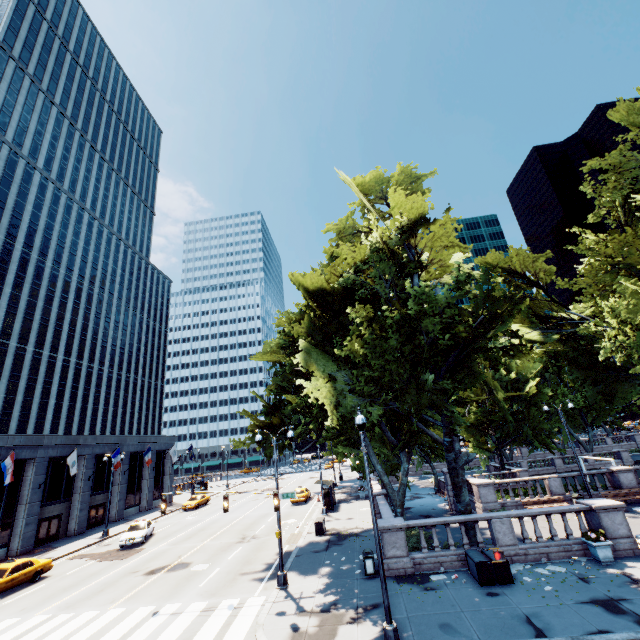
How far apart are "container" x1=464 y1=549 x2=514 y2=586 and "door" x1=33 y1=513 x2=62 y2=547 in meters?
37.6

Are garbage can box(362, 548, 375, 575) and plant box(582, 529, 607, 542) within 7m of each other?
no

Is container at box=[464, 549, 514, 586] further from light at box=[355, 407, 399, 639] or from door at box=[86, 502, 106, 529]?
door at box=[86, 502, 106, 529]

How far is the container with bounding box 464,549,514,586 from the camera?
13.4 meters

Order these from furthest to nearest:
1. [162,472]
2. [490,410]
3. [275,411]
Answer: [162,472]
[490,410]
[275,411]

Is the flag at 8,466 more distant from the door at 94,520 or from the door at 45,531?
the door at 94,520

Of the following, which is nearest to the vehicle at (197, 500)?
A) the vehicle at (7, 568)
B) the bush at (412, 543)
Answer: the vehicle at (7, 568)

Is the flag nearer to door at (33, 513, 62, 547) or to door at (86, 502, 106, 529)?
door at (33, 513, 62, 547)
